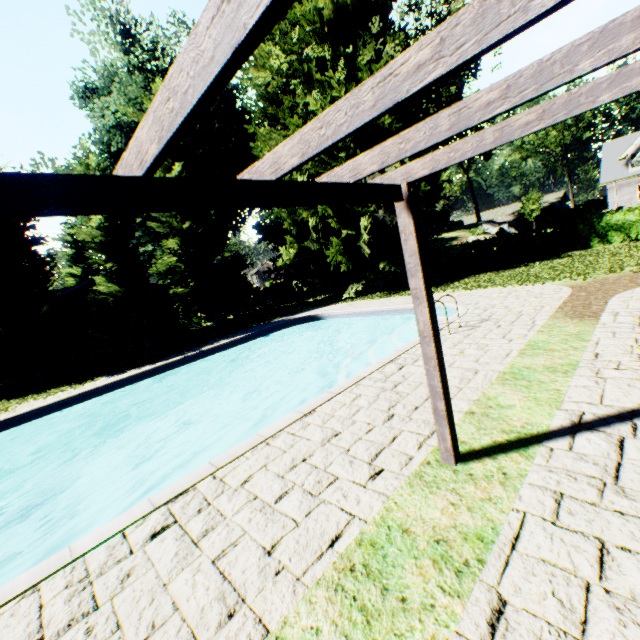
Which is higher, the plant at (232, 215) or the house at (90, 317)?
the plant at (232, 215)

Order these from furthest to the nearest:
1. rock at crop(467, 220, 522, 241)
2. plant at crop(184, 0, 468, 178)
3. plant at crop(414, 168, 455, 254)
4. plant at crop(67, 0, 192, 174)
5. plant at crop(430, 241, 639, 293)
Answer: rock at crop(467, 220, 522, 241), plant at crop(67, 0, 192, 174), plant at crop(414, 168, 455, 254), plant at crop(184, 0, 468, 178), plant at crop(430, 241, 639, 293)

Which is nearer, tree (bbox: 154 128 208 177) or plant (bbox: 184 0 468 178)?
plant (bbox: 184 0 468 178)

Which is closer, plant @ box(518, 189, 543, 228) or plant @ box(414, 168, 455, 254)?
plant @ box(414, 168, 455, 254)

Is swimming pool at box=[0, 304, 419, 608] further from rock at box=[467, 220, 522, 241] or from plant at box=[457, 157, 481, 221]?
rock at box=[467, 220, 522, 241]

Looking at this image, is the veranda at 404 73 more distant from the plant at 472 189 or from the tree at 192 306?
the tree at 192 306

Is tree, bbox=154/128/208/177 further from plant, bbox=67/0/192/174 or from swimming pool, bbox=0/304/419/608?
swimming pool, bbox=0/304/419/608

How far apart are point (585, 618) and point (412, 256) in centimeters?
285cm
